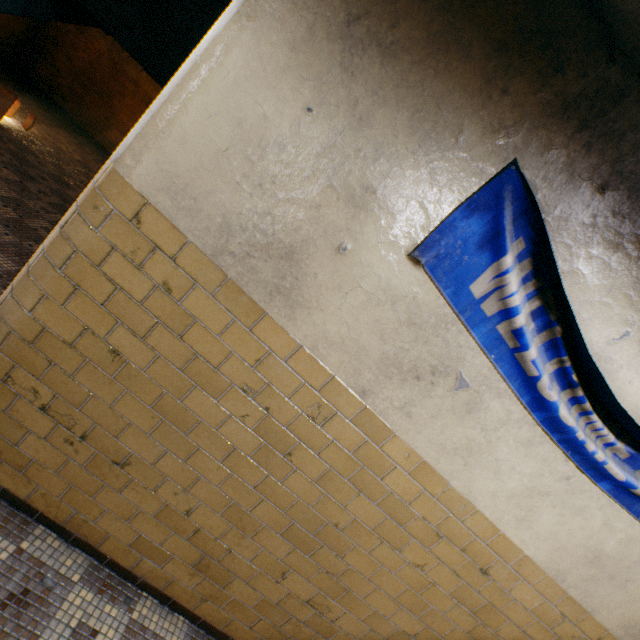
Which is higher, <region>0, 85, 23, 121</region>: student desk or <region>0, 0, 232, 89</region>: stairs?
<region>0, 0, 232, 89</region>: stairs

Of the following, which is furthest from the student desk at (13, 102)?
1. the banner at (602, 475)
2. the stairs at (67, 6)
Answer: the banner at (602, 475)

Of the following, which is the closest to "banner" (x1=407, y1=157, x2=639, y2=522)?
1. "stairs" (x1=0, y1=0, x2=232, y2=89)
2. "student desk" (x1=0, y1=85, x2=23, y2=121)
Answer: "stairs" (x1=0, y1=0, x2=232, y2=89)

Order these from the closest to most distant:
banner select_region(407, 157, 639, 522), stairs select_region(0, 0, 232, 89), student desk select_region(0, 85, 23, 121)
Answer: banner select_region(407, 157, 639, 522)
stairs select_region(0, 0, 232, 89)
student desk select_region(0, 85, 23, 121)

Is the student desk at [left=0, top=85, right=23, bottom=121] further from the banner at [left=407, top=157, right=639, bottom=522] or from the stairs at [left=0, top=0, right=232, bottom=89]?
the banner at [left=407, top=157, right=639, bottom=522]

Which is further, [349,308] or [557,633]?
[557,633]
